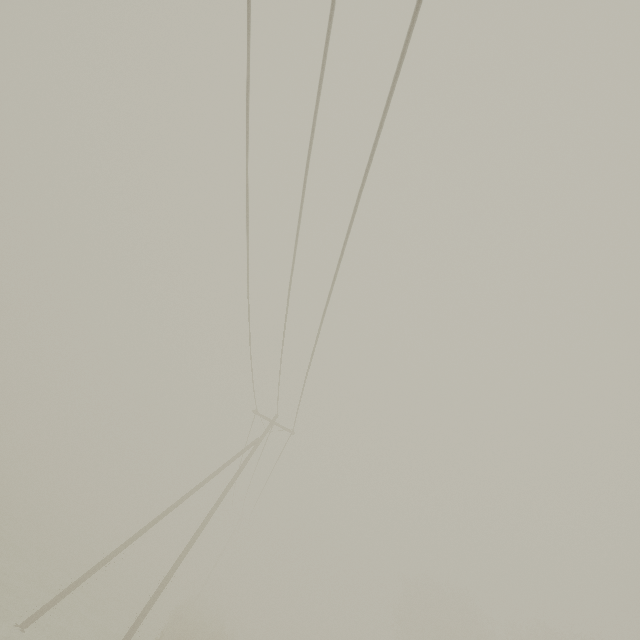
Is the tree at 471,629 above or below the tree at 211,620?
above

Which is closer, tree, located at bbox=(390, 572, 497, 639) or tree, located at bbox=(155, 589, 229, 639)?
tree, located at bbox=(155, 589, 229, 639)

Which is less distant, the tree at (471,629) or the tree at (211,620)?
the tree at (211,620)

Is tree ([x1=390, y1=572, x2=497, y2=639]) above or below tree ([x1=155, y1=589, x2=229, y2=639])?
above

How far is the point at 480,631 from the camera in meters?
36.9
